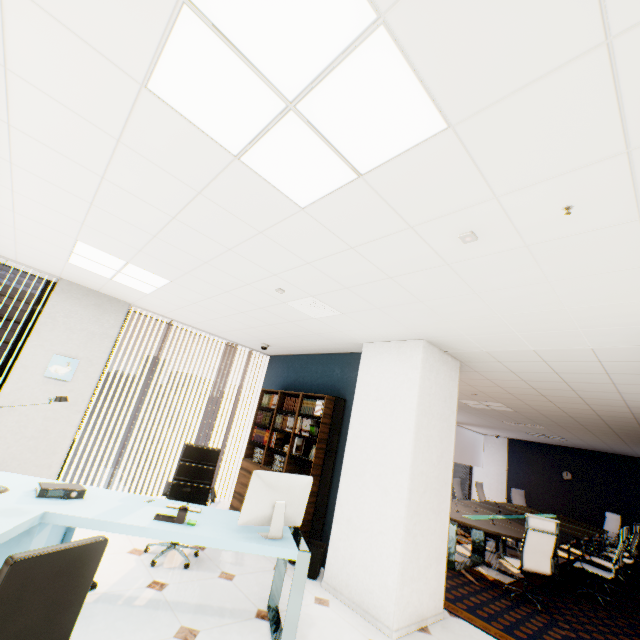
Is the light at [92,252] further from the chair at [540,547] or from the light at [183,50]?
the chair at [540,547]

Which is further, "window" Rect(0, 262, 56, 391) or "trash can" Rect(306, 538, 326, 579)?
"window" Rect(0, 262, 56, 391)

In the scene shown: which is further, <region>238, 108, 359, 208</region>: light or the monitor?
the monitor

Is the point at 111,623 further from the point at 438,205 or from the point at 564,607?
the point at 564,607

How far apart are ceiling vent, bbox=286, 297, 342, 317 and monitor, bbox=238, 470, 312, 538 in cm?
176

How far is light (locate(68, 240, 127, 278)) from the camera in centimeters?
350cm

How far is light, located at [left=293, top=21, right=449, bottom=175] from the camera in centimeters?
118cm

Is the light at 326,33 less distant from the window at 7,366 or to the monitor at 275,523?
the monitor at 275,523
